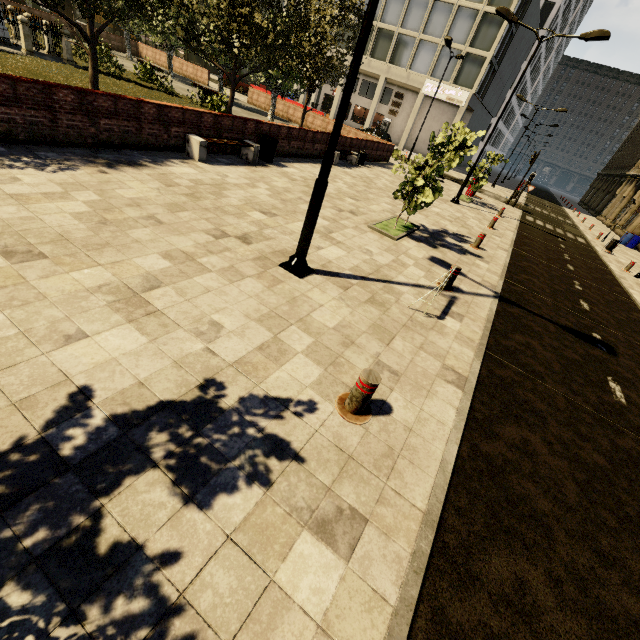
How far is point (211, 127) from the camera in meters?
10.4 m

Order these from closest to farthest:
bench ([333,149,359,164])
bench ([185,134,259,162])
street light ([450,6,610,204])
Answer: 1. bench ([185,134,259,162])
2. street light ([450,6,610,204])
3. bench ([333,149,359,164])

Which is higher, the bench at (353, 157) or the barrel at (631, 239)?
the barrel at (631, 239)

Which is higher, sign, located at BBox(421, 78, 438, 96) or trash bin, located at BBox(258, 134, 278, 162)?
sign, located at BBox(421, 78, 438, 96)

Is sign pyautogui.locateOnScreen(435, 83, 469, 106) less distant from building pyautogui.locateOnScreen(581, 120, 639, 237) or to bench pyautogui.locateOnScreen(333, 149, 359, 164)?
building pyautogui.locateOnScreen(581, 120, 639, 237)

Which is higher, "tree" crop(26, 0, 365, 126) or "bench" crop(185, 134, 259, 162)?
"tree" crop(26, 0, 365, 126)

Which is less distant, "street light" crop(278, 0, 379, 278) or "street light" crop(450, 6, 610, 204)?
"street light" crop(278, 0, 379, 278)

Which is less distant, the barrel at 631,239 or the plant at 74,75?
the plant at 74,75
